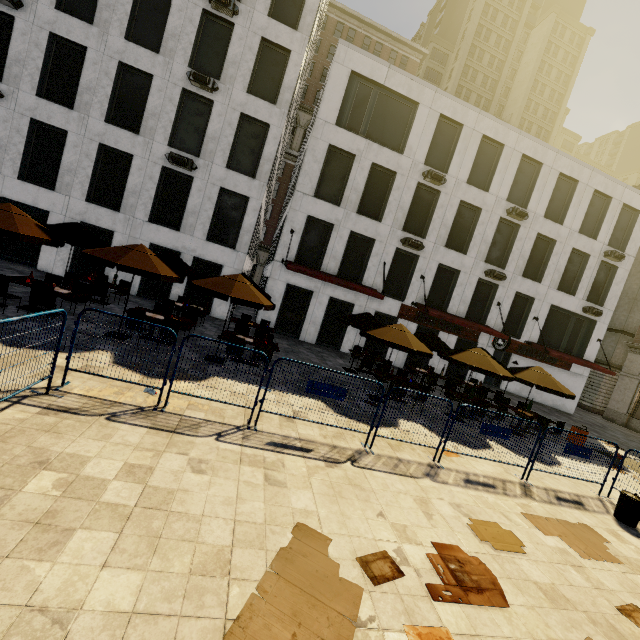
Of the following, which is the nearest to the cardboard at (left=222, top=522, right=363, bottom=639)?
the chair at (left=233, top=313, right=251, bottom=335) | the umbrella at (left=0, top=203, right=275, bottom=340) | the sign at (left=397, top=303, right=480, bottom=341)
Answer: the umbrella at (left=0, top=203, right=275, bottom=340)

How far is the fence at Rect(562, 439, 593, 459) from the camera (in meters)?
8.80

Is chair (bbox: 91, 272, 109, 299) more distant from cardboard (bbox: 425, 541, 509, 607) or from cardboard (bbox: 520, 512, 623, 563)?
cardboard (bbox: 520, 512, 623, 563)

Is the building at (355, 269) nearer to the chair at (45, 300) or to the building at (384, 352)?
the building at (384, 352)

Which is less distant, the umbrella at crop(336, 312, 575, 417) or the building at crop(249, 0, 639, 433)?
the umbrella at crop(336, 312, 575, 417)

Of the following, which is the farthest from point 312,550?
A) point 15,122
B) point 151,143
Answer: point 15,122

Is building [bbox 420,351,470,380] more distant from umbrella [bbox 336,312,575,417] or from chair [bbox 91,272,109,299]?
chair [bbox 91,272,109,299]

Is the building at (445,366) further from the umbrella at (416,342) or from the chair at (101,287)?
the chair at (101,287)
